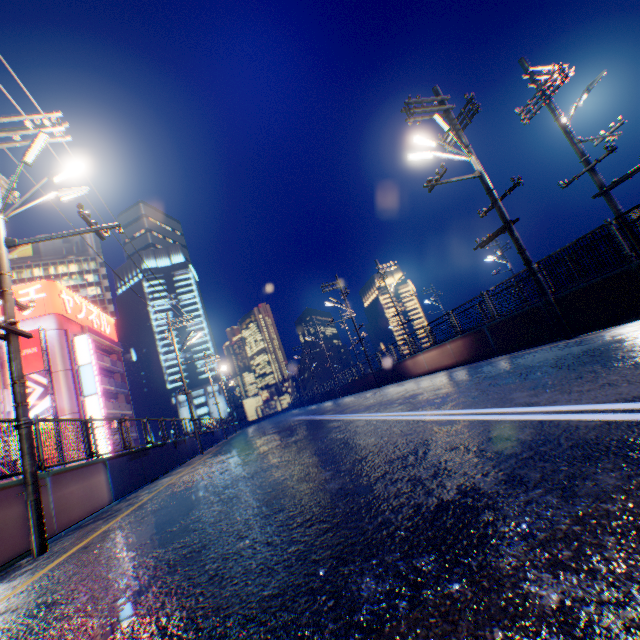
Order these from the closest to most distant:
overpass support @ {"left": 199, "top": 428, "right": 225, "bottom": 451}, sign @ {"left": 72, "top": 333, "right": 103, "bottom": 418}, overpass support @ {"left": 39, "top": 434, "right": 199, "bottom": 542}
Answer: overpass support @ {"left": 39, "top": 434, "right": 199, "bottom": 542} → overpass support @ {"left": 199, "top": 428, "right": 225, "bottom": 451} → sign @ {"left": 72, "top": 333, "right": 103, "bottom": 418}

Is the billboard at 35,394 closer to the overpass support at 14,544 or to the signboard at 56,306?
the signboard at 56,306

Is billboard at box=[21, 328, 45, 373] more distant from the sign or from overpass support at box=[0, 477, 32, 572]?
overpass support at box=[0, 477, 32, 572]

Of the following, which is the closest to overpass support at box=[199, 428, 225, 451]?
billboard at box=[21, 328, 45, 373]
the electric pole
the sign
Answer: the electric pole

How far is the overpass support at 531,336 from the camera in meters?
10.8 m

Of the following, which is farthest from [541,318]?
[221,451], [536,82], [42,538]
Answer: [221,451]

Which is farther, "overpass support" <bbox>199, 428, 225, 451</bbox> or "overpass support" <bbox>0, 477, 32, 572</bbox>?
"overpass support" <bbox>199, 428, 225, 451</bbox>

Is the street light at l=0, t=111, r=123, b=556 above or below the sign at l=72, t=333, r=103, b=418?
below
